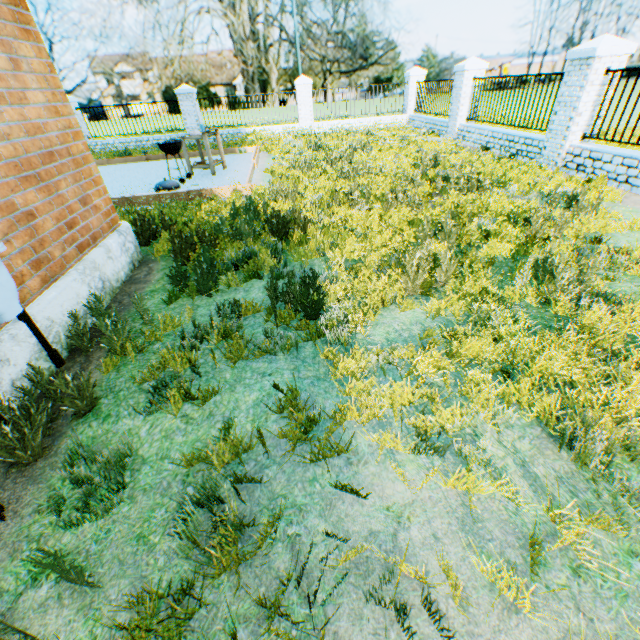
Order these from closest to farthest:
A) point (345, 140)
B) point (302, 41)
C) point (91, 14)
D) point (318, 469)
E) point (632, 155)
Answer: point (318, 469)
point (632, 155)
point (345, 140)
point (91, 14)
point (302, 41)

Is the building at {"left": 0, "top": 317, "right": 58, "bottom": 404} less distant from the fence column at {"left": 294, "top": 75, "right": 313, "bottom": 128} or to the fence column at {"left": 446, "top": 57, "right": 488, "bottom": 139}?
the fence column at {"left": 446, "top": 57, "right": 488, "bottom": 139}

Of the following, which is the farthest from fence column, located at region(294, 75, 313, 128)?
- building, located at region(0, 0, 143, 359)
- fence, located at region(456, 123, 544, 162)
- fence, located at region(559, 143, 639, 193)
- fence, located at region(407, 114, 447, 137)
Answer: building, located at region(0, 0, 143, 359)

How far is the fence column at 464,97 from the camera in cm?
1110

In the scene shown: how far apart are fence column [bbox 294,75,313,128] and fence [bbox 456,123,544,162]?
7.44m

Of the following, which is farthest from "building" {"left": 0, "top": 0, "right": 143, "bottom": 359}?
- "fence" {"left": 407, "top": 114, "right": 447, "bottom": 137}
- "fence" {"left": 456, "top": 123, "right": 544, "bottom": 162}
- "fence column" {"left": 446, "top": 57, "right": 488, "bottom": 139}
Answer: "fence" {"left": 407, "top": 114, "right": 447, "bottom": 137}

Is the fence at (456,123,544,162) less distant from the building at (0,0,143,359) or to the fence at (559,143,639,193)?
the fence at (559,143,639,193)

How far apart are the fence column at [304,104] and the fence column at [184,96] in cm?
476
